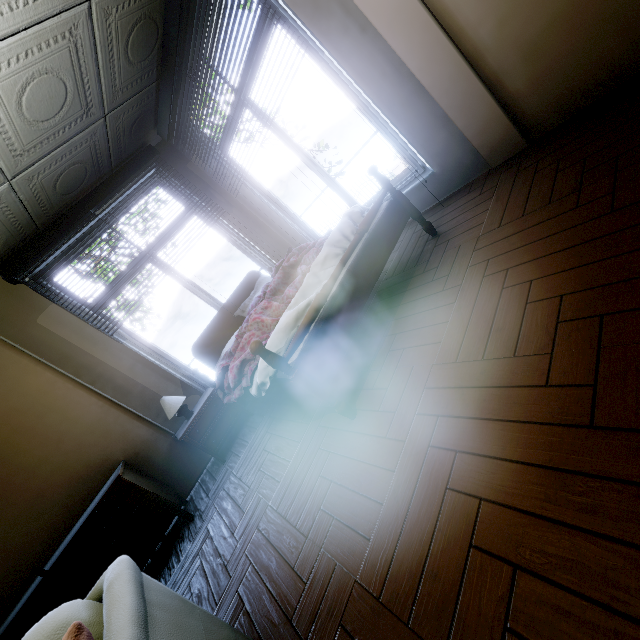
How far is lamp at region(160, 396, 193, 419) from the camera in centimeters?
323cm

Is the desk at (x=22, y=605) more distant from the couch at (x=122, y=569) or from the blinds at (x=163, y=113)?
the blinds at (x=163, y=113)

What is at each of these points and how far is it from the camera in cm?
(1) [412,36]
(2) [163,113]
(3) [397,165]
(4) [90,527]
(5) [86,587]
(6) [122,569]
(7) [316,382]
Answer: (1) wall pillar, 216
(2) blinds, 349
(3) fence, 1073
(4) desk, 258
(5) chair, 229
(6) couch, 117
(7) bed, 185

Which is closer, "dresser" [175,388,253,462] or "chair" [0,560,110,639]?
"chair" [0,560,110,639]

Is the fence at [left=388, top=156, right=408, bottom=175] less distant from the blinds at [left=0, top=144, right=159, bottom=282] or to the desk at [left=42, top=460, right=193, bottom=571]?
the blinds at [left=0, top=144, right=159, bottom=282]

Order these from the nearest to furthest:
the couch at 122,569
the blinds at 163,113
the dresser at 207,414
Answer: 1. the couch at 122,569
2. the blinds at 163,113
3. the dresser at 207,414

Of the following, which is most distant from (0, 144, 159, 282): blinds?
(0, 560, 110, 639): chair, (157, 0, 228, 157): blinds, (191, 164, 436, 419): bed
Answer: (0, 560, 110, 639): chair

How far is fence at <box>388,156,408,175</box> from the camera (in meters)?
10.73
